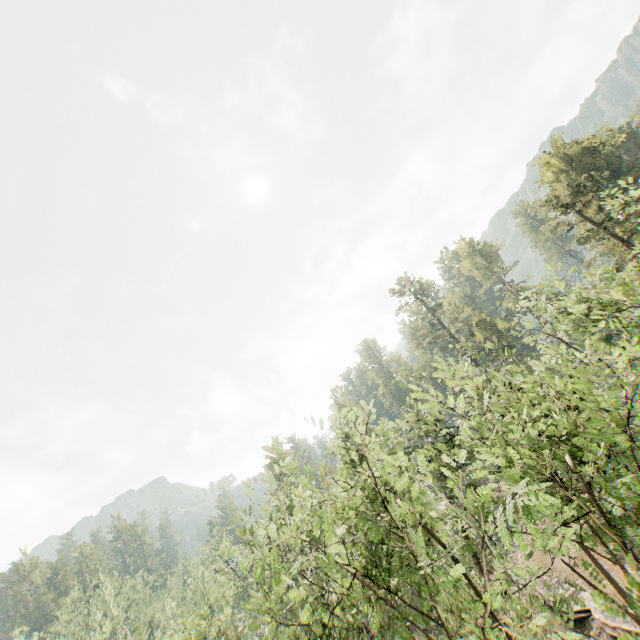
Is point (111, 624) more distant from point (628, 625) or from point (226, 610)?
point (628, 625)

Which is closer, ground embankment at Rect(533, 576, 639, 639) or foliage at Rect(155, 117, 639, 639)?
foliage at Rect(155, 117, 639, 639)

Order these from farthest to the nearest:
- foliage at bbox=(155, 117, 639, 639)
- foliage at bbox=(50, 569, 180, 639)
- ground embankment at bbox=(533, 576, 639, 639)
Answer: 1. foliage at bbox=(50, 569, 180, 639)
2. ground embankment at bbox=(533, 576, 639, 639)
3. foliage at bbox=(155, 117, 639, 639)

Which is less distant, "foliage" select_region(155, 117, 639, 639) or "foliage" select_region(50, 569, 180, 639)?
"foliage" select_region(155, 117, 639, 639)

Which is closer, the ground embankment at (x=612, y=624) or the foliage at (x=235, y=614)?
the foliage at (x=235, y=614)

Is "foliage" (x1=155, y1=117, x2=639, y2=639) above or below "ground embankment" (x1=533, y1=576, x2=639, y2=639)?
above

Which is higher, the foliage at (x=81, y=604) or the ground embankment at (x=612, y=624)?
the foliage at (x=81, y=604)
